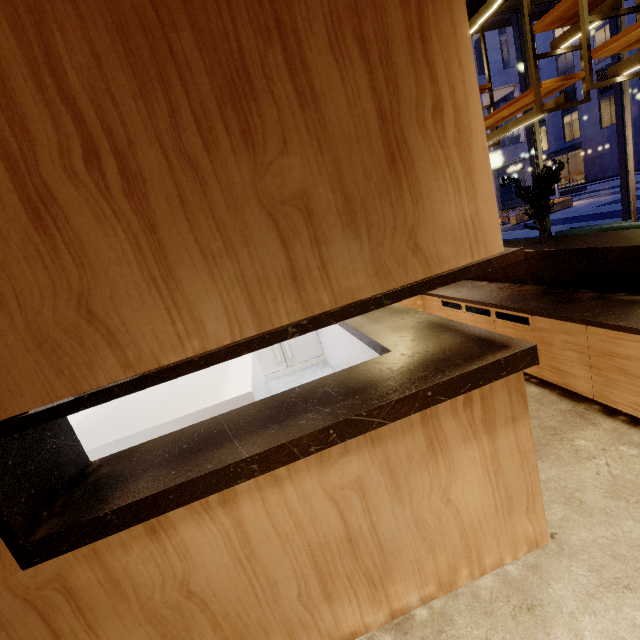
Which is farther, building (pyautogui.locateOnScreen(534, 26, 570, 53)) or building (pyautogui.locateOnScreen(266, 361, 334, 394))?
building (pyautogui.locateOnScreen(534, 26, 570, 53))

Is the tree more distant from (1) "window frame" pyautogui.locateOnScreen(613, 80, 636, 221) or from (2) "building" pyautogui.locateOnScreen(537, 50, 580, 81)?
(2) "building" pyautogui.locateOnScreen(537, 50, 580, 81)

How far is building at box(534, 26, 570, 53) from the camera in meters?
35.0 m

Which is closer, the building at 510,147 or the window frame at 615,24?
the window frame at 615,24

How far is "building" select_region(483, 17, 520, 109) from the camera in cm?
577

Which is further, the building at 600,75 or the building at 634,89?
the building at 600,75

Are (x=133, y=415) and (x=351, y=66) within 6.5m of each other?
yes

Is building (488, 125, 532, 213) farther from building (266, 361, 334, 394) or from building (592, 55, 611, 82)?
building (266, 361, 334, 394)
